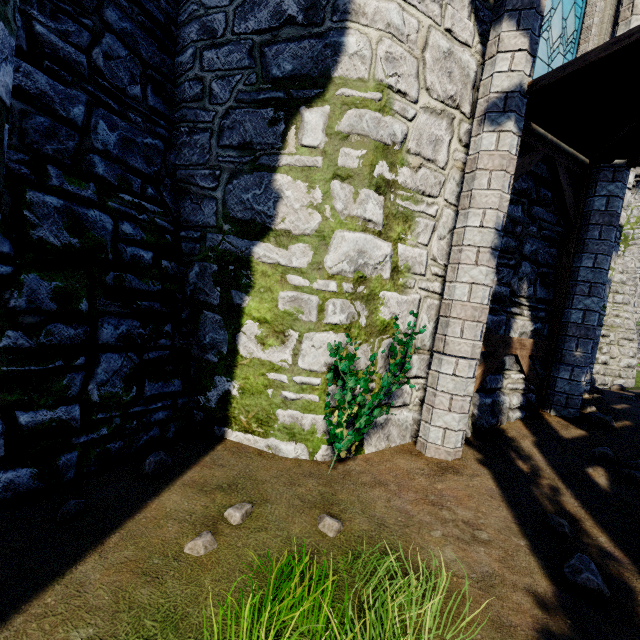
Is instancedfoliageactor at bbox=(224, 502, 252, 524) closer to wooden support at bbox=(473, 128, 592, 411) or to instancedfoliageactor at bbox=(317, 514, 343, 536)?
instancedfoliageactor at bbox=(317, 514, 343, 536)

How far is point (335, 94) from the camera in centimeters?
381cm

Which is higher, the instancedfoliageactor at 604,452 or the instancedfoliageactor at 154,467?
the instancedfoliageactor at 604,452

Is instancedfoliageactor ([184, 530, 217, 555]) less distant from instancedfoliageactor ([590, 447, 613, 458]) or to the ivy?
the ivy

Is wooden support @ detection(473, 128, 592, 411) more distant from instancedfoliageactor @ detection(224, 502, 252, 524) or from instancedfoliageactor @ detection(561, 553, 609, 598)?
instancedfoliageactor @ detection(224, 502, 252, 524)

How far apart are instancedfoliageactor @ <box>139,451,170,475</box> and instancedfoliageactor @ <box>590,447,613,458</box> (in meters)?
5.68

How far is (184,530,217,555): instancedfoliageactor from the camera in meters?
2.5

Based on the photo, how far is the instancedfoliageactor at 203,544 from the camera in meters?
2.5 m
